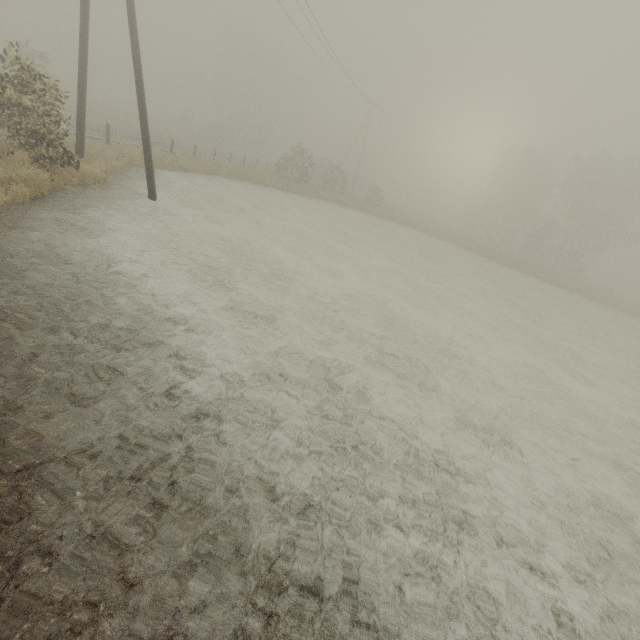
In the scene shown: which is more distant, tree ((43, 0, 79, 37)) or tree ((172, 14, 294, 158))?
tree ((43, 0, 79, 37))

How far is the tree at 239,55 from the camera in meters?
48.8 m

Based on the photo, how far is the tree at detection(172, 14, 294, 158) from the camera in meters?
48.8

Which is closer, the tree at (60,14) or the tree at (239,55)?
the tree at (239,55)

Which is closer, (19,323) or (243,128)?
(19,323)
